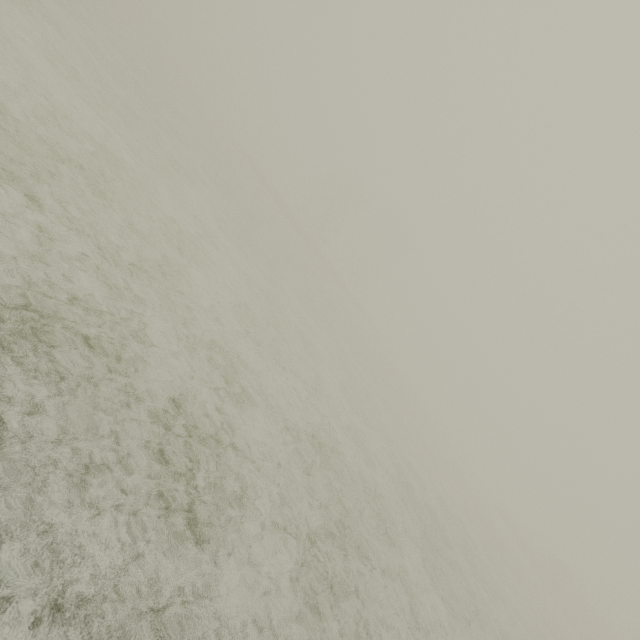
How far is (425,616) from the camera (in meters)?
5.98
